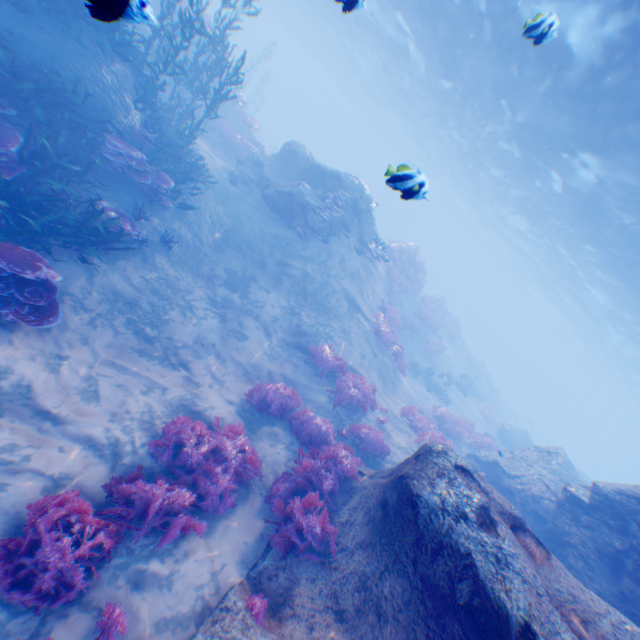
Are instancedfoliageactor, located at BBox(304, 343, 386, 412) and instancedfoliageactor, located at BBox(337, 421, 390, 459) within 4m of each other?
yes

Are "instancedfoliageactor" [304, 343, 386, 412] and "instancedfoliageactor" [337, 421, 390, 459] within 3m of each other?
yes

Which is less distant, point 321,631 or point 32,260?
point 321,631

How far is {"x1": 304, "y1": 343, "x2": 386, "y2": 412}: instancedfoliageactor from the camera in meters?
10.5

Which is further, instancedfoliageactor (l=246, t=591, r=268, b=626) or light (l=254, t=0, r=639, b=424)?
light (l=254, t=0, r=639, b=424)

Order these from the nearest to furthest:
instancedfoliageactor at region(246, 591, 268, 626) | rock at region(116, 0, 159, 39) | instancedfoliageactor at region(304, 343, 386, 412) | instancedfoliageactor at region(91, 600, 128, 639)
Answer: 1. rock at region(116, 0, 159, 39)
2. instancedfoliageactor at region(91, 600, 128, 639)
3. instancedfoliageactor at region(246, 591, 268, 626)
4. instancedfoliageactor at region(304, 343, 386, 412)

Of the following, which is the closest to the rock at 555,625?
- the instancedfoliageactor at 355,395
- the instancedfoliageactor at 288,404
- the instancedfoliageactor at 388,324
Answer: the instancedfoliageactor at 288,404

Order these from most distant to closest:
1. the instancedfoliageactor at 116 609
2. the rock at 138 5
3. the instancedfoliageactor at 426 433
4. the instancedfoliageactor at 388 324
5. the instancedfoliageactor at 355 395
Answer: the instancedfoliageactor at 388 324
the instancedfoliageactor at 426 433
the instancedfoliageactor at 355 395
the instancedfoliageactor at 116 609
the rock at 138 5
